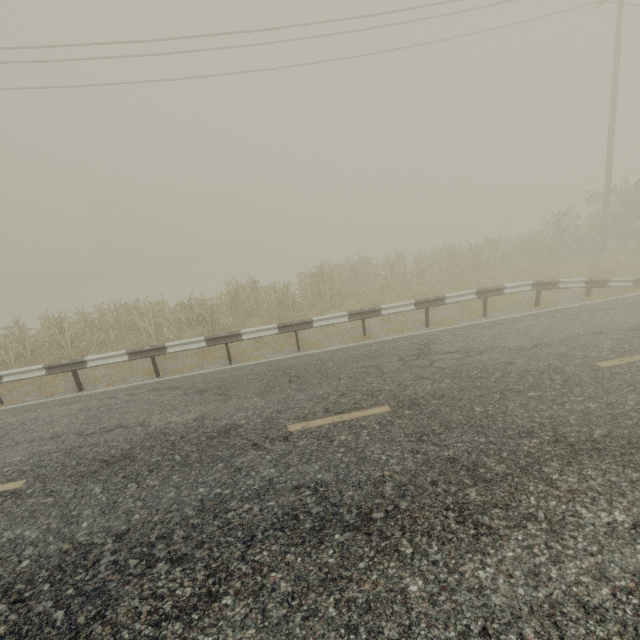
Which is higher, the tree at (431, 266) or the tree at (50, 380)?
the tree at (431, 266)

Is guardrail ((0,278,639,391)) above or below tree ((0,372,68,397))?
above

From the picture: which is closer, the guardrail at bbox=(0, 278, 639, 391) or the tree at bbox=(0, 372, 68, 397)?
the guardrail at bbox=(0, 278, 639, 391)

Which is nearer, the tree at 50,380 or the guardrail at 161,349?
the guardrail at 161,349

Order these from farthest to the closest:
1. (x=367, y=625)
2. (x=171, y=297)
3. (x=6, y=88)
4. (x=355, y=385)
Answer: (x=171, y=297) < (x=6, y=88) < (x=355, y=385) < (x=367, y=625)

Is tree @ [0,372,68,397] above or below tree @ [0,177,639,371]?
below

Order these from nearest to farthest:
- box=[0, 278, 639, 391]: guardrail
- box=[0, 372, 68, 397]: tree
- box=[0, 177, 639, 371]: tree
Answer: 1. box=[0, 278, 639, 391]: guardrail
2. box=[0, 372, 68, 397]: tree
3. box=[0, 177, 639, 371]: tree
